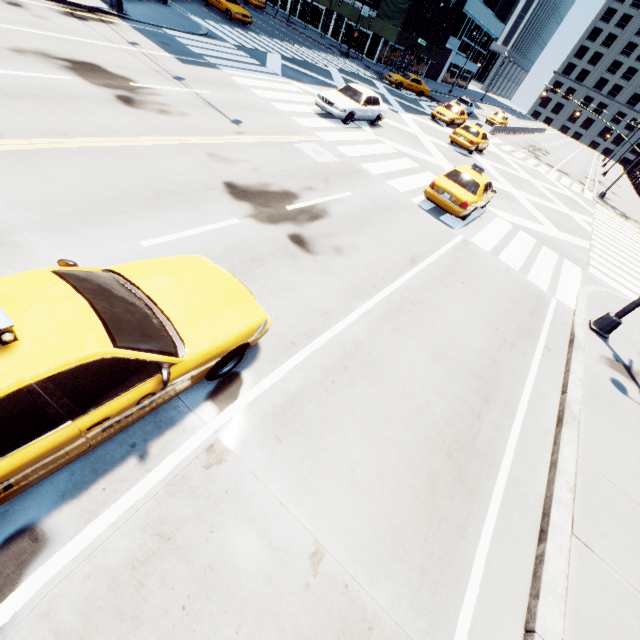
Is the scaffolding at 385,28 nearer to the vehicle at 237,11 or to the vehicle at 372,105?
the vehicle at 237,11

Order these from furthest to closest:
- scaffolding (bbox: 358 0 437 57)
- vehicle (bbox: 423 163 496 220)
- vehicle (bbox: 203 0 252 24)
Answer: scaffolding (bbox: 358 0 437 57) < vehicle (bbox: 203 0 252 24) < vehicle (bbox: 423 163 496 220)

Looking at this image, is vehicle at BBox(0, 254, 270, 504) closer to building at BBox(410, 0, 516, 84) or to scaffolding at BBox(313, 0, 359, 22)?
scaffolding at BBox(313, 0, 359, 22)

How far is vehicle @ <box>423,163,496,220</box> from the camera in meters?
11.7

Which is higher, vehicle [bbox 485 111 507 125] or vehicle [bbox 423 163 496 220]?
vehicle [bbox 485 111 507 125]

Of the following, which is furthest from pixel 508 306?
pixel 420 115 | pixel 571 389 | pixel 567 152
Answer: pixel 567 152

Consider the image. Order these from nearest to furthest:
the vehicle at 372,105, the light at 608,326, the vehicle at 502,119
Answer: the light at 608,326 → the vehicle at 372,105 → the vehicle at 502,119

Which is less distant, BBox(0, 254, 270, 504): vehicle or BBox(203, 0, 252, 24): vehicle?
BBox(0, 254, 270, 504): vehicle
